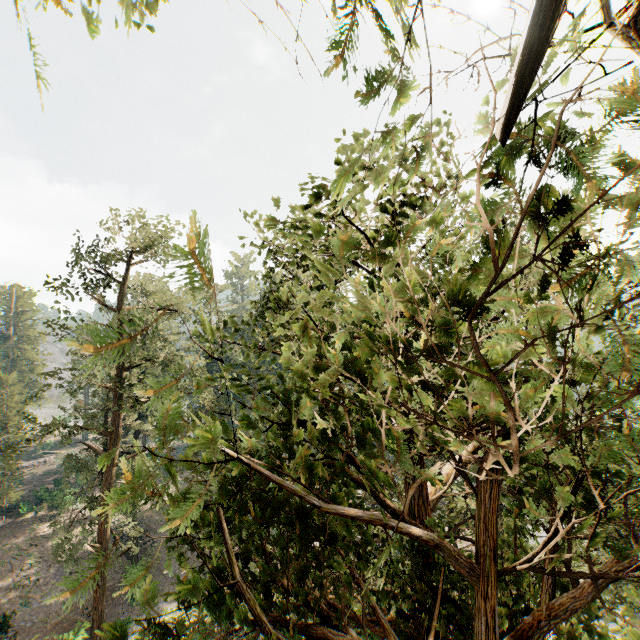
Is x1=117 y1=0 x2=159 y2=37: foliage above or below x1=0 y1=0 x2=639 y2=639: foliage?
above

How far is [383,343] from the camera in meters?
4.0 m

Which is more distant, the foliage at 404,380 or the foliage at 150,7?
the foliage at 404,380

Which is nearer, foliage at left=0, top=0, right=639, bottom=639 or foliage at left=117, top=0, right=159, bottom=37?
foliage at left=117, top=0, right=159, bottom=37

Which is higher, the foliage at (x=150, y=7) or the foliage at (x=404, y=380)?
the foliage at (x=150, y=7)
